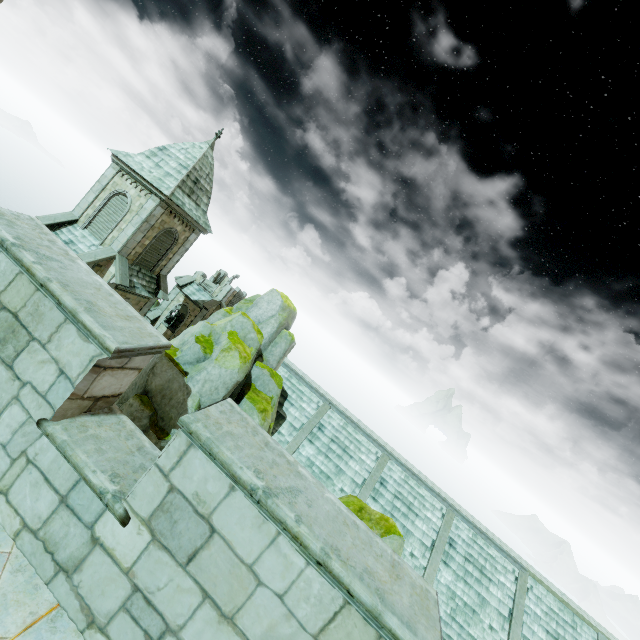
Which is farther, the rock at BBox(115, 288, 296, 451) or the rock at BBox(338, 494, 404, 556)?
the rock at BBox(115, 288, 296, 451)

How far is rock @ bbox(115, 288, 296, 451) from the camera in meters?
12.7 m

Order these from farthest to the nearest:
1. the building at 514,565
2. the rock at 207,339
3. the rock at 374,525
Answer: the rock at 207,339
the rock at 374,525
the building at 514,565

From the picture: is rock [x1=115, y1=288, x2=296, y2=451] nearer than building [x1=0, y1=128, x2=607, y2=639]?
No

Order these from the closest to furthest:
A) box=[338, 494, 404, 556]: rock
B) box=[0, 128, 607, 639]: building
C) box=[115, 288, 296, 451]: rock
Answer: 1. box=[0, 128, 607, 639]: building
2. box=[338, 494, 404, 556]: rock
3. box=[115, 288, 296, 451]: rock

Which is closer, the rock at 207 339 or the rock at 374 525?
the rock at 374 525

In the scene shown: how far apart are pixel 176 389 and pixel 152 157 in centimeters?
1759cm
